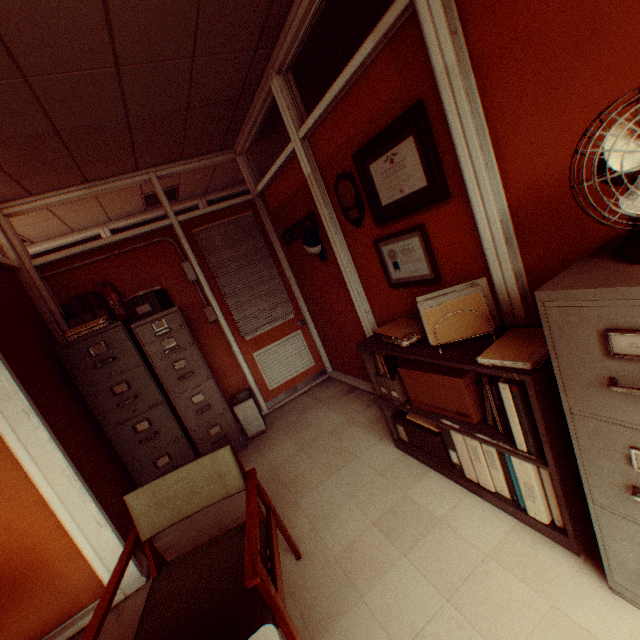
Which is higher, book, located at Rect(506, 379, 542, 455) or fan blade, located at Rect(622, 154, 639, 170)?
fan blade, located at Rect(622, 154, 639, 170)

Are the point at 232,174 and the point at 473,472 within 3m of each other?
no

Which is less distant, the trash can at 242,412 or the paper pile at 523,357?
the paper pile at 523,357

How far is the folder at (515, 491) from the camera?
1.66m

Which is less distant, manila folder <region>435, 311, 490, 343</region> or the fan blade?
the fan blade

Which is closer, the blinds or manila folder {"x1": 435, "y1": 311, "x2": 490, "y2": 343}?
manila folder {"x1": 435, "y1": 311, "x2": 490, "y2": 343}

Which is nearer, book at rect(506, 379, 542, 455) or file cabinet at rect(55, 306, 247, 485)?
book at rect(506, 379, 542, 455)

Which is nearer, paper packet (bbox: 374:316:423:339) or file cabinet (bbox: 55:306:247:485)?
paper packet (bbox: 374:316:423:339)
